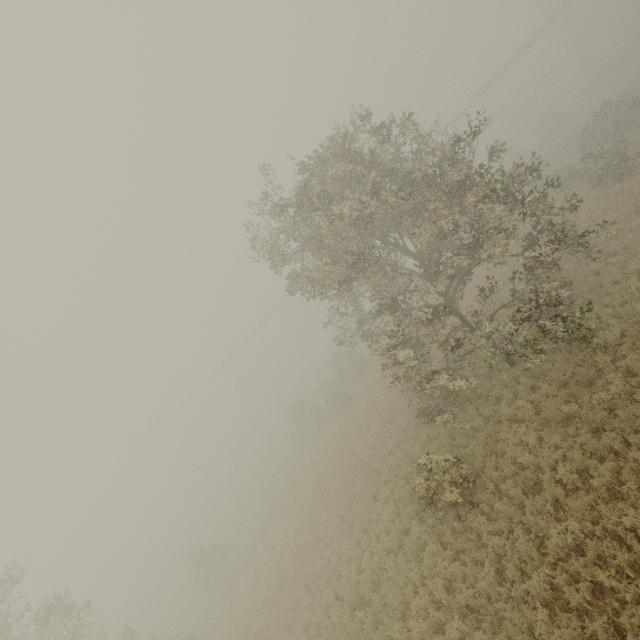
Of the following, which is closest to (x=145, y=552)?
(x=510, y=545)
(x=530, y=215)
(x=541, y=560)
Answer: (x=510, y=545)
